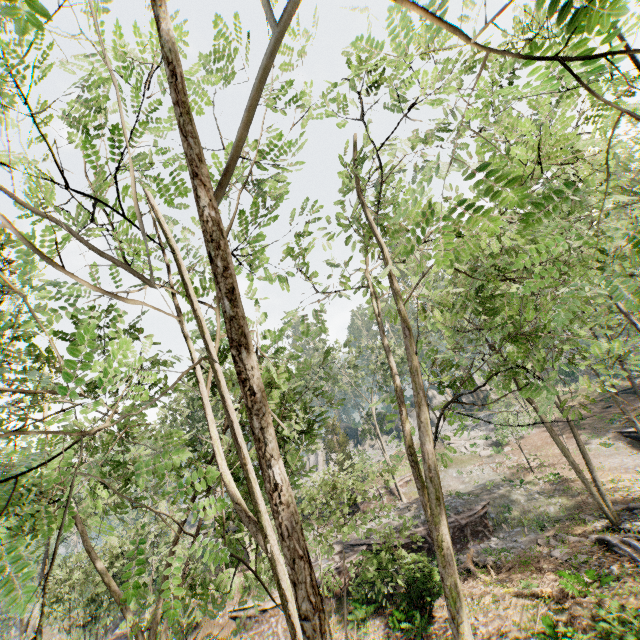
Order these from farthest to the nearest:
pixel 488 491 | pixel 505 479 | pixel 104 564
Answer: pixel 505 479, pixel 488 491, pixel 104 564

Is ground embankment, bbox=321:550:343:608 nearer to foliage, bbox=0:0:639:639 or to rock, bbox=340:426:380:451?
foliage, bbox=0:0:639:639

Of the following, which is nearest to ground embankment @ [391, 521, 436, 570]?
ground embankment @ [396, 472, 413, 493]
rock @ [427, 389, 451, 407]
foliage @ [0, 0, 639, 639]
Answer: foliage @ [0, 0, 639, 639]

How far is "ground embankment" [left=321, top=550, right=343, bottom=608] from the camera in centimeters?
2078cm

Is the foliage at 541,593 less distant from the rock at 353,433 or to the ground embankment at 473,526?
the rock at 353,433

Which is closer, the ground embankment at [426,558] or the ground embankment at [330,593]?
the ground embankment at [426,558]
